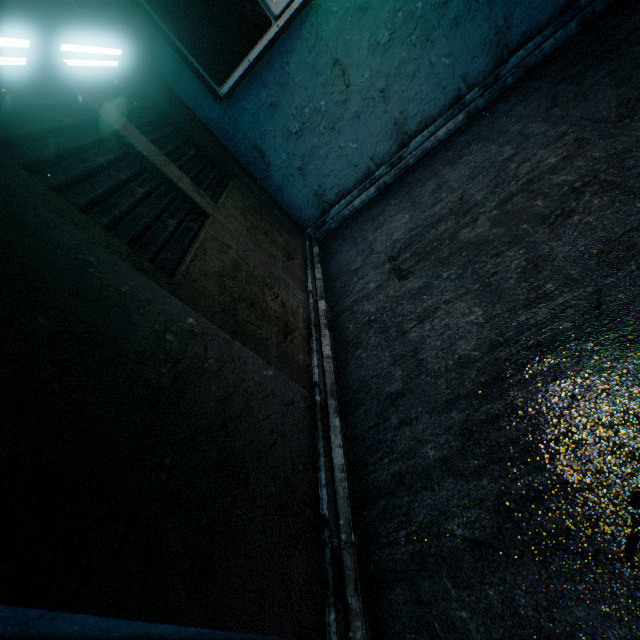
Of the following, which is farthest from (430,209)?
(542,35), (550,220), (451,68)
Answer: (542,35)
